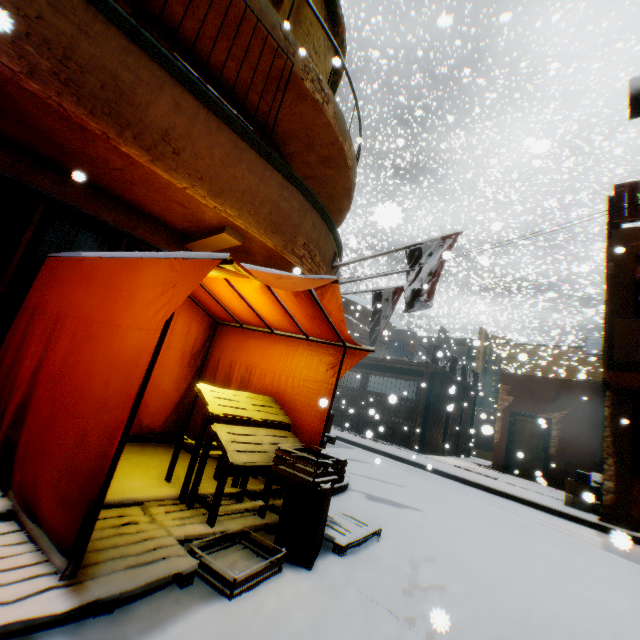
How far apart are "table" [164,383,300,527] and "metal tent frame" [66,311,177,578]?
0.0m

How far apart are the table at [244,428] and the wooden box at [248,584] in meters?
0.1 m

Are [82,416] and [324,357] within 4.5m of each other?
yes

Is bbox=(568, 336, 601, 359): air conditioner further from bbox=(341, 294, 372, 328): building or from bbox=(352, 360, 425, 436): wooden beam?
bbox=(352, 360, 425, 436): wooden beam

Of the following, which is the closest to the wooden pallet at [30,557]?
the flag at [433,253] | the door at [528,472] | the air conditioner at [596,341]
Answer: the flag at [433,253]

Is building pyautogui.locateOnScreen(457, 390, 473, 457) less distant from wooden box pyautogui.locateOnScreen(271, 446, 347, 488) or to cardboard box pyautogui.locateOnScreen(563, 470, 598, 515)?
cardboard box pyautogui.locateOnScreen(563, 470, 598, 515)

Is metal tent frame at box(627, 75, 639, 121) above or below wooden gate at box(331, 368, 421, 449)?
above

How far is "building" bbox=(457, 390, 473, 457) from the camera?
16.11m
